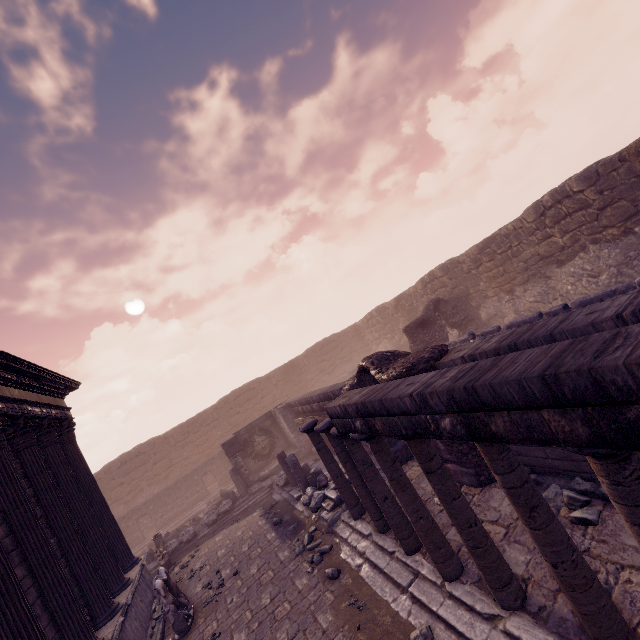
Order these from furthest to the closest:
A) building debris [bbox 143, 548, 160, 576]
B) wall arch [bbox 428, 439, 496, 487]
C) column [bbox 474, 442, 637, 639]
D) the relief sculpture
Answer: the relief sculpture < building debris [bbox 143, 548, 160, 576] < wall arch [bbox 428, 439, 496, 487] < column [bbox 474, 442, 637, 639]

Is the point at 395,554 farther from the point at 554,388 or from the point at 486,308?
the point at 486,308

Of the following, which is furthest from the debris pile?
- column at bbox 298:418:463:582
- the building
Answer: the building

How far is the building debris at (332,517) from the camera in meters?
8.5

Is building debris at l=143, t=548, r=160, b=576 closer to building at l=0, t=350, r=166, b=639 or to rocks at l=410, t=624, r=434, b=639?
building at l=0, t=350, r=166, b=639

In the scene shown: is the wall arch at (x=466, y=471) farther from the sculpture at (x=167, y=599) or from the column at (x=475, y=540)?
the sculpture at (x=167, y=599)

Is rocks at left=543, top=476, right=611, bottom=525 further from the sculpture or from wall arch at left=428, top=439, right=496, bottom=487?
the sculpture

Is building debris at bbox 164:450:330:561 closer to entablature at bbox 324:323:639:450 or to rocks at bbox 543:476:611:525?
entablature at bbox 324:323:639:450
